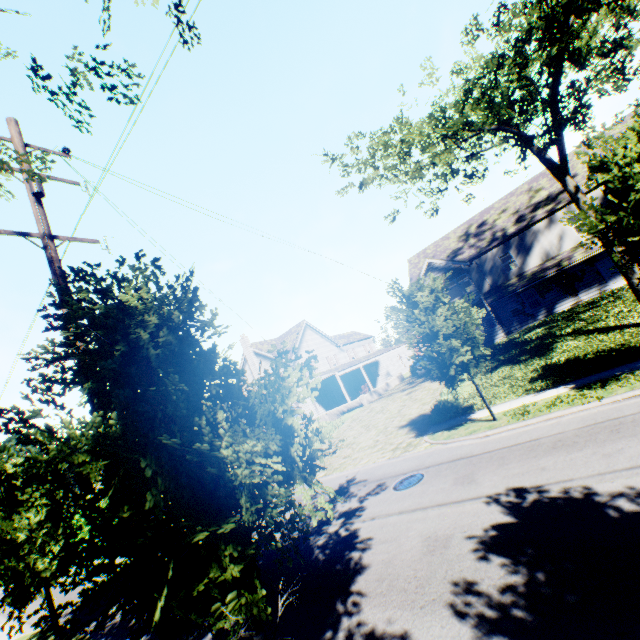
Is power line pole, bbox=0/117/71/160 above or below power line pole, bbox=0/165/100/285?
above

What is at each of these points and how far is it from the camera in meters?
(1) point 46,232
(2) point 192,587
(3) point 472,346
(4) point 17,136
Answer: (1) power line pole, 6.5
(2) tree, 3.3
(3) tree, 11.9
(4) power line pole, 7.1

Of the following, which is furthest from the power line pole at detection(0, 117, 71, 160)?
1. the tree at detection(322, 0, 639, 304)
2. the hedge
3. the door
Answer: the door

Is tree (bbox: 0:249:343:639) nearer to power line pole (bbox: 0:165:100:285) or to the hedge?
power line pole (bbox: 0:165:100:285)

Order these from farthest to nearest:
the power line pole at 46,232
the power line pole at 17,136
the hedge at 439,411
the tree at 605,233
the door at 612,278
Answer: the door at 612,278
the hedge at 439,411
the tree at 605,233
the power line pole at 17,136
the power line pole at 46,232

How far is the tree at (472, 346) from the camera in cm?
1177

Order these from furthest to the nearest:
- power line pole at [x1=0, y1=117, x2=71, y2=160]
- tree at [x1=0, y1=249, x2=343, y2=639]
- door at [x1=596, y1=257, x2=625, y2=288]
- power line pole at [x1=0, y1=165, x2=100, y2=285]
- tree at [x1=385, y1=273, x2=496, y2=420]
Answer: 1. door at [x1=596, y1=257, x2=625, y2=288]
2. tree at [x1=385, y1=273, x2=496, y2=420]
3. power line pole at [x1=0, y1=117, x2=71, y2=160]
4. power line pole at [x1=0, y1=165, x2=100, y2=285]
5. tree at [x1=0, y1=249, x2=343, y2=639]
